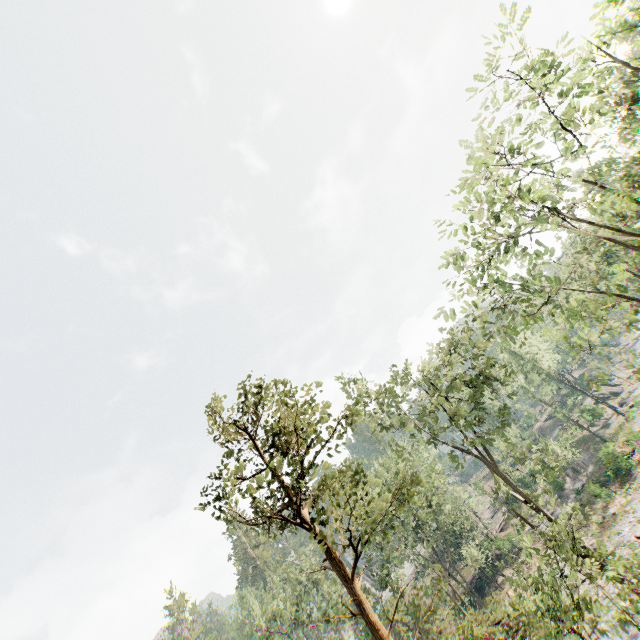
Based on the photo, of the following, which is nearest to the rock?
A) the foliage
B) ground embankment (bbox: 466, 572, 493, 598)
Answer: the foliage

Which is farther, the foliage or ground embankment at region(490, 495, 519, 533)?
ground embankment at region(490, 495, 519, 533)

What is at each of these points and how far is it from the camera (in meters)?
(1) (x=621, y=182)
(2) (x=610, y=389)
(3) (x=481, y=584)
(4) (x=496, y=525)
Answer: (1) foliage, 20.06
(2) rock, 58.69
(3) ground embankment, 39.28
(4) ground embankment, 48.00

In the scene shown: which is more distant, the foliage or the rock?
the rock

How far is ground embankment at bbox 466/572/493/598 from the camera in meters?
38.2

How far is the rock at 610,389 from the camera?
56.9 meters

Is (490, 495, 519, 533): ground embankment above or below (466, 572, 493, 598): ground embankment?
above

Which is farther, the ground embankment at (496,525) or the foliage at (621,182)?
the ground embankment at (496,525)
